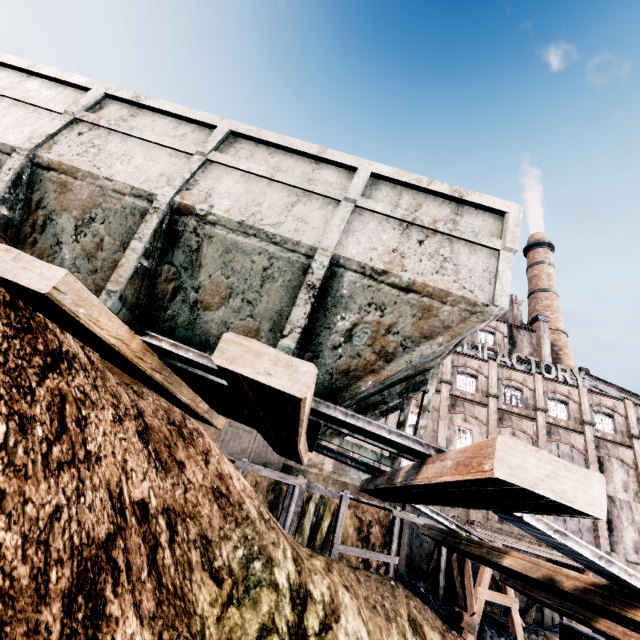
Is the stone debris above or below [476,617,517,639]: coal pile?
above

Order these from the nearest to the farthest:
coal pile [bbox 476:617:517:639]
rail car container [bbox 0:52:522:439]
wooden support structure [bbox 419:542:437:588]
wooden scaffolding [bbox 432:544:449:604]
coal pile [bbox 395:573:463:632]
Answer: rail car container [bbox 0:52:522:439], coal pile [bbox 476:617:517:639], coal pile [bbox 395:573:463:632], wooden scaffolding [bbox 432:544:449:604], wooden support structure [bbox 419:542:437:588]

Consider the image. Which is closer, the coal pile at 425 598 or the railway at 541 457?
the railway at 541 457

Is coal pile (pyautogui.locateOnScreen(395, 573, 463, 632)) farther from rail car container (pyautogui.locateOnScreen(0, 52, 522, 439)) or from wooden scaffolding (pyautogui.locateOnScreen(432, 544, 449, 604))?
rail car container (pyautogui.locateOnScreen(0, 52, 522, 439))

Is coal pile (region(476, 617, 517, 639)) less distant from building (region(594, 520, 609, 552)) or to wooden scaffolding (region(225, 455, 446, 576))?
wooden scaffolding (region(225, 455, 446, 576))

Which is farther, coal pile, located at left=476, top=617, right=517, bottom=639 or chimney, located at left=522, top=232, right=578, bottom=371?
chimney, located at left=522, top=232, right=578, bottom=371

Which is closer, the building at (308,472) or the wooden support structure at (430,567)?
the wooden support structure at (430,567)

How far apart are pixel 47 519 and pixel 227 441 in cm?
2389
